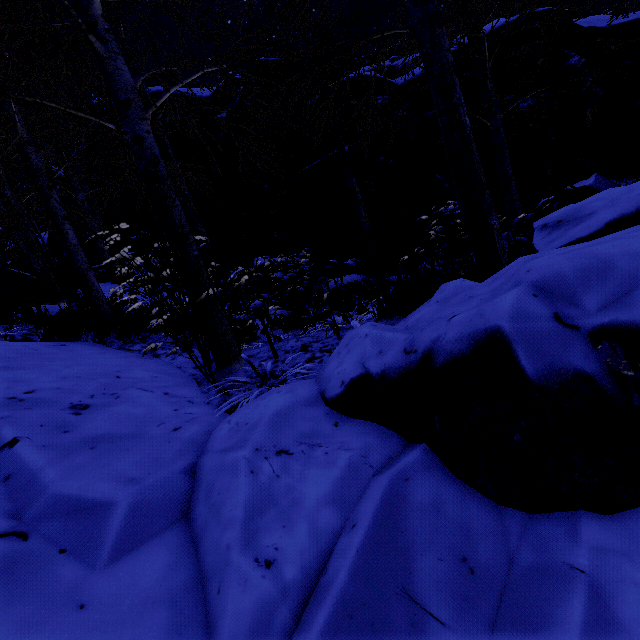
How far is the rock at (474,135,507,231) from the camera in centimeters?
749cm

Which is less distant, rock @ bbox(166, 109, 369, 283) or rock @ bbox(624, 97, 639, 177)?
rock @ bbox(624, 97, 639, 177)

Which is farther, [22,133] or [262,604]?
[22,133]

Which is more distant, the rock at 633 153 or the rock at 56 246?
the rock at 56 246
